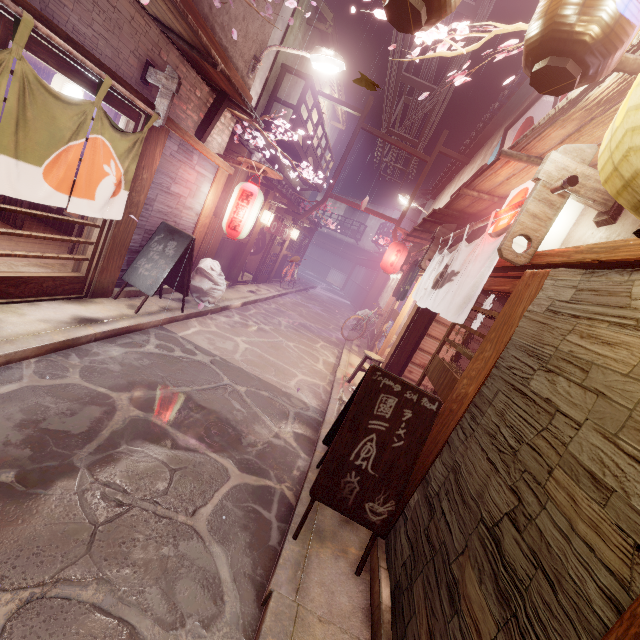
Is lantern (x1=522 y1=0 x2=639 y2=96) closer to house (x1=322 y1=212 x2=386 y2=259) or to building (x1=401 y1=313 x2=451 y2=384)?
Result: building (x1=401 y1=313 x2=451 y2=384)

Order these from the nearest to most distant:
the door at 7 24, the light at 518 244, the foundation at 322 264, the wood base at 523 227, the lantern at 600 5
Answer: the lantern at 600 5 → the wood base at 523 227 → the door at 7 24 → the light at 518 244 → the foundation at 322 264

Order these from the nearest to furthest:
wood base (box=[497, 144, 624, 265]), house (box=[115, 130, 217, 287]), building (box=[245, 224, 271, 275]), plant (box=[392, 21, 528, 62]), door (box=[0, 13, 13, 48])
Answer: plant (box=[392, 21, 528, 62]) → wood base (box=[497, 144, 624, 265]) → door (box=[0, 13, 13, 48]) → house (box=[115, 130, 217, 287]) → building (box=[245, 224, 271, 275])

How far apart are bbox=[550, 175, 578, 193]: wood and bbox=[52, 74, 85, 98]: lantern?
10.6 meters

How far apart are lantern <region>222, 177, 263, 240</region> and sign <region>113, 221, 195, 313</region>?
1.9 meters

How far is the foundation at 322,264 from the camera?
55.2 meters

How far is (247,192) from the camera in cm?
1146

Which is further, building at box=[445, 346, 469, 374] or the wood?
building at box=[445, 346, 469, 374]
